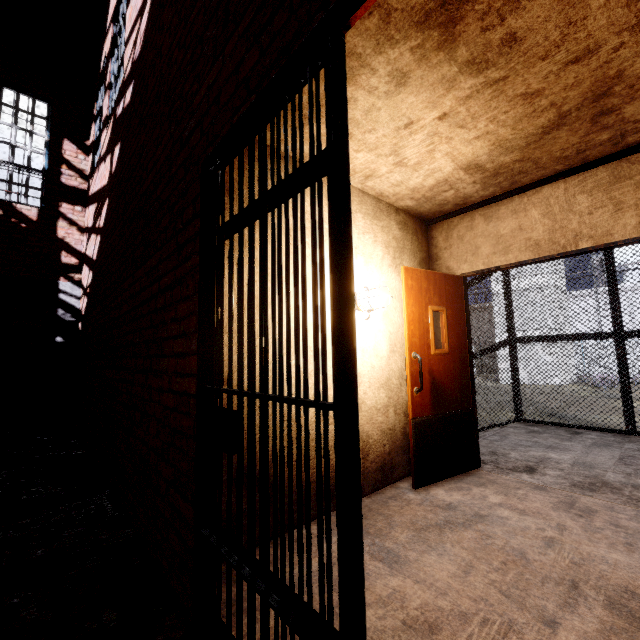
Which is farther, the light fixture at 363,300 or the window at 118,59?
the window at 118,59

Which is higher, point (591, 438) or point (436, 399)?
point (436, 399)

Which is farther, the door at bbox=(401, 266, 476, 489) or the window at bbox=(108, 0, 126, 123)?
the window at bbox=(108, 0, 126, 123)

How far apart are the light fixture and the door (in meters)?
0.34

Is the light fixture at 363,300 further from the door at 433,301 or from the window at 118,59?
the window at 118,59

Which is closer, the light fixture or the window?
the light fixture

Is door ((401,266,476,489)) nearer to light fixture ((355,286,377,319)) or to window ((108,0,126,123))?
light fixture ((355,286,377,319))
